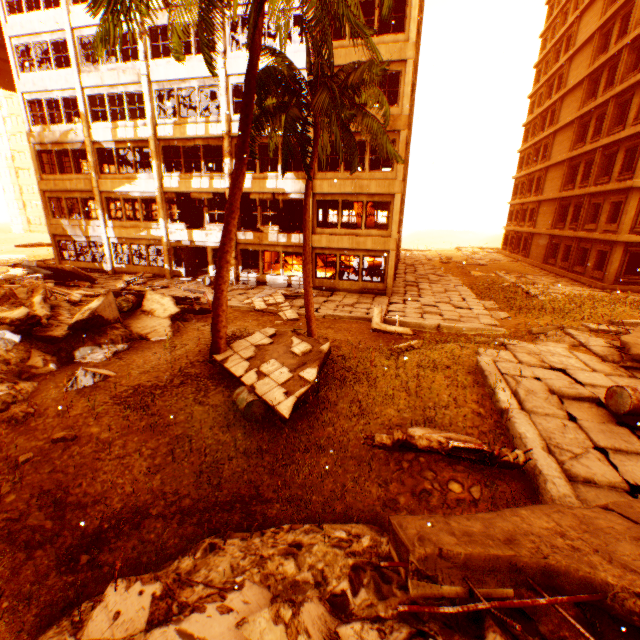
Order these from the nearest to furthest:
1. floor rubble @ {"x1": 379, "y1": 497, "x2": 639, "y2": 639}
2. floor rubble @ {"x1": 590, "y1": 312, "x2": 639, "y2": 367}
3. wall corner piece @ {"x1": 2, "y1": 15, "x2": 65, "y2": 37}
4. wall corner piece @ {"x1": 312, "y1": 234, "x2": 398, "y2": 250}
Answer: Answer:
floor rubble @ {"x1": 379, "y1": 497, "x2": 639, "y2": 639}
floor rubble @ {"x1": 590, "y1": 312, "x2": 639, "y2": 367}
wall corner piece @ {"x1": 312, "y1": 234, "x2": 398, "y2": 250}
wall corner piece @ {"x1": 2, "y1": 15, "x2": 65, "y2": 37}

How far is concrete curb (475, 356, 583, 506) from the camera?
4.43m

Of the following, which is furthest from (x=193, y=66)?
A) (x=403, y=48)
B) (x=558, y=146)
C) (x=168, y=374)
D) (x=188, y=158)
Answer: (x=558, y=146)

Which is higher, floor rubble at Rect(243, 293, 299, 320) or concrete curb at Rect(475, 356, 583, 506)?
concrete curb at Rect(475, 356, 583, 506)

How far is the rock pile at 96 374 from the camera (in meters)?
7.65

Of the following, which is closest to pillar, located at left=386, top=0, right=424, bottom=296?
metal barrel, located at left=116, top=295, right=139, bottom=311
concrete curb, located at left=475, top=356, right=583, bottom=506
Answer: metal barrel, located at left=116, top=295, right=139, bottom=311

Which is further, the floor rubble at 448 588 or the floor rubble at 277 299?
the floor rubble at 277 299

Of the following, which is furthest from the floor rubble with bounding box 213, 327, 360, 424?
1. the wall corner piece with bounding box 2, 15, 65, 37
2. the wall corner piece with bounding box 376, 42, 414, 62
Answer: the wall corner piece with bounding box 2, 15, 65, 37
